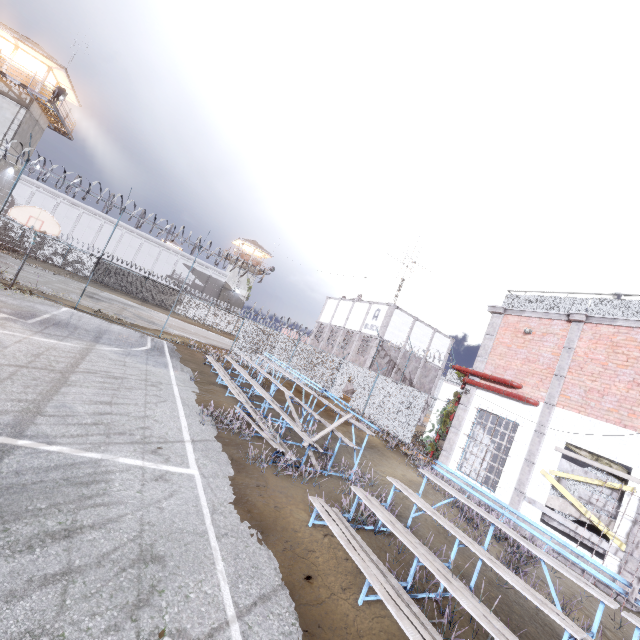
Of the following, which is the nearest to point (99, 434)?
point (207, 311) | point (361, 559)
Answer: point (361, 559)

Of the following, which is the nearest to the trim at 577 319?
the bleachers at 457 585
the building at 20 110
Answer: the bleachers at 457 585

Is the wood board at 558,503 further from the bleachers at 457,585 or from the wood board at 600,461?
the bleachers at 457,585

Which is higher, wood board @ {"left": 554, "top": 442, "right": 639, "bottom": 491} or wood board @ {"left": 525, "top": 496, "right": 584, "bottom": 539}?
wood board @ {"left": 554, "top": 442, "right": 639, "bottom": 491}

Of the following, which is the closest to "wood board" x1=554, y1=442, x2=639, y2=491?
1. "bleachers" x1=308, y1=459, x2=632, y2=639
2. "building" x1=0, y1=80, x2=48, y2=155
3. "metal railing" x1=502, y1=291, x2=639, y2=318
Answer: "metal railing" x1=502, y1=291, x2=639, y2=318

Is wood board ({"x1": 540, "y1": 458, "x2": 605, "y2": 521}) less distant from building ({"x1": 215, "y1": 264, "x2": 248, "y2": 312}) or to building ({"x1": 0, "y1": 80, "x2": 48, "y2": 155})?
building ({"x1": 0, "y1": 80, "x2": 48, "y2": 155})

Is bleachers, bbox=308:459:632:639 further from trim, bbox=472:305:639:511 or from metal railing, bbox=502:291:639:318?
metal railing, bbox=502:291:639:318

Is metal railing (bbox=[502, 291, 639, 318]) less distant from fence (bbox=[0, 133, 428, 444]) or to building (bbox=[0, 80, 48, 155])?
fence (bbox=[0, 133, 428, 444])
